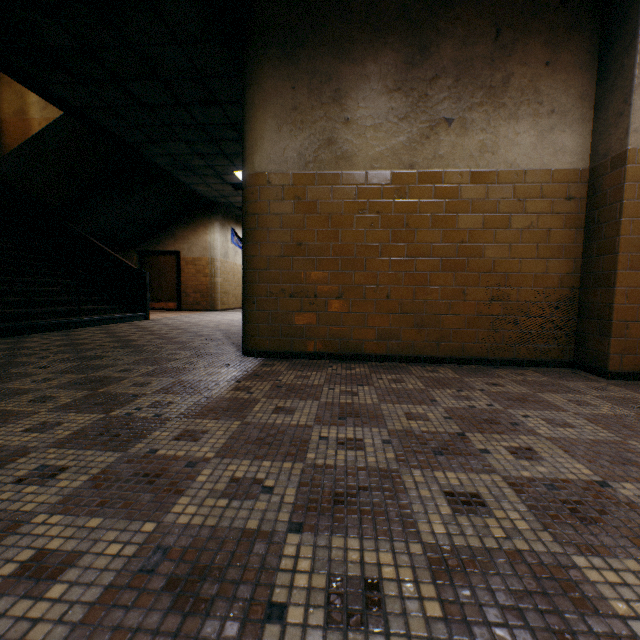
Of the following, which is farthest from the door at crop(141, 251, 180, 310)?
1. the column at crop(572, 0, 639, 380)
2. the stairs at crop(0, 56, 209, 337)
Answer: the column at crop(572, 0, 639, 380)

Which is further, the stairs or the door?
the door

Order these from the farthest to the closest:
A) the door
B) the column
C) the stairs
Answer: the door, the stairs, the column

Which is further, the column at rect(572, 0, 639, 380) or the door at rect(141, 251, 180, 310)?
the door at rect(141, 251, 180, 310)

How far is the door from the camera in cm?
1198

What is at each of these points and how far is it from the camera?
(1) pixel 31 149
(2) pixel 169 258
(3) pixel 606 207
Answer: (1) stairs, 8.0m
(2) door, 12.0m
(3) column, 2.9m

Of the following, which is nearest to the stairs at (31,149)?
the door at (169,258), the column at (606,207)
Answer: the door at (169,258)
